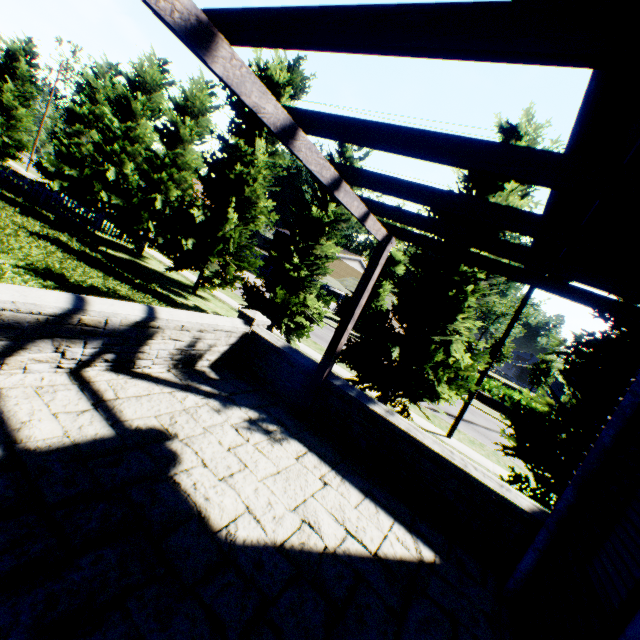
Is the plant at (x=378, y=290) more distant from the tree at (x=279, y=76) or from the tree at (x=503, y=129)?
the tree at (x=503, y=129)

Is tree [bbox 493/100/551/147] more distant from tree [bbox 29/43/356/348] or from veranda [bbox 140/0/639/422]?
veranda [bbox 140/0/639/422]

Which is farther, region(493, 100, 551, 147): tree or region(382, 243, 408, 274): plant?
region(382, 243, 408, 274): plant

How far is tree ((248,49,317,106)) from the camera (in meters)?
13.63

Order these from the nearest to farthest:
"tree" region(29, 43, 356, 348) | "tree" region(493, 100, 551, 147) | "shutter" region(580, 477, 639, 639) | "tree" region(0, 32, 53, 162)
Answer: "shutter" region(580, 477, 639, 639) < "tree" region(493, 100, 551, 147) < "tree" region(29, 43, 356, 348) < "tree" region(0, 32, 53, 162)

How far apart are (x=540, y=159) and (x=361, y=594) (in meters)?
3.23

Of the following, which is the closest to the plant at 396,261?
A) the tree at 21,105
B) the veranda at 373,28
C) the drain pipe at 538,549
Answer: the tree at 21,105
